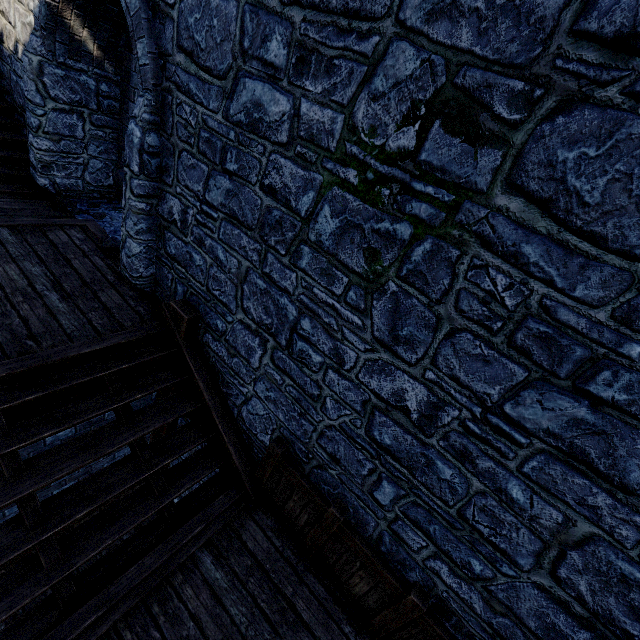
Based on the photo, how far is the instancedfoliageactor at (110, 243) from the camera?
5.2 meters

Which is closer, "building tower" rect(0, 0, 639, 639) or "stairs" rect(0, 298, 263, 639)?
"building tower" rect(0, 0, 639, 639)

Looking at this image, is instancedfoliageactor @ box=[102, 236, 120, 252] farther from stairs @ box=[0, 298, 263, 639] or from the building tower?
stairs @ box=[0, 298, 263, 639]

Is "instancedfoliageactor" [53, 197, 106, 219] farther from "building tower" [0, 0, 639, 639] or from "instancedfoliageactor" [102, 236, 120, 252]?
"instancedfoliageactor" [102, 236, 120, 252]

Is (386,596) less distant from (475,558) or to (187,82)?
(475,558)

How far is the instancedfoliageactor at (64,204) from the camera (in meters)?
5.89

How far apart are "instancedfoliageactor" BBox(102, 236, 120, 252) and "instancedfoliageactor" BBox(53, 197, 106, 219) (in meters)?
1.07

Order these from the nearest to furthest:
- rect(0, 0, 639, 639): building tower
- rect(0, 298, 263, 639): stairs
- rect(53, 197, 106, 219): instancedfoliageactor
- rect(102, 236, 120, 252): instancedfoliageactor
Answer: rect(0, 0, 639, 639): building tower < rect(0, 298, 263, 639): stairs < rect(102, 236, 120, 252): instancedfoliageactor < rect(53, 197, 106, 219): instancedfoliageactor
